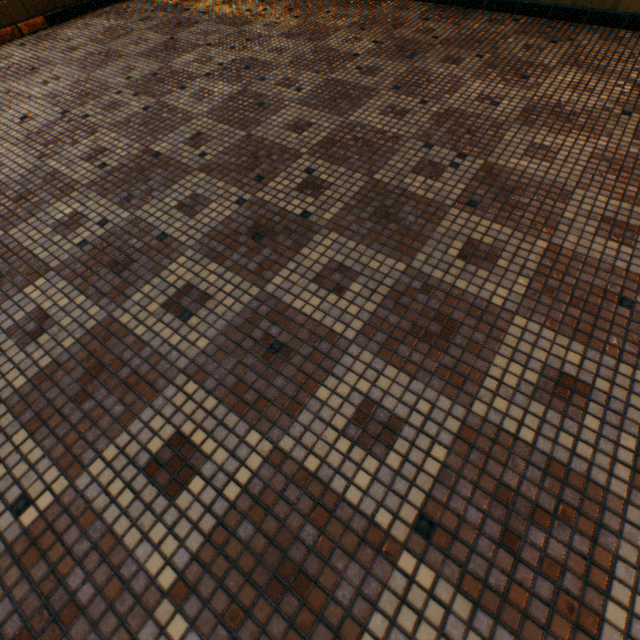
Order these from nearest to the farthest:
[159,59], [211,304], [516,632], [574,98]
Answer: [516,632]
[211,304]
[574,98]
[159,59]
